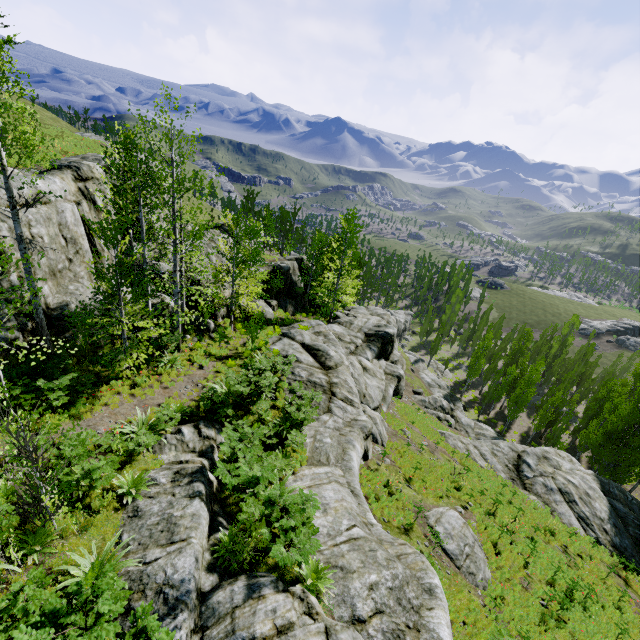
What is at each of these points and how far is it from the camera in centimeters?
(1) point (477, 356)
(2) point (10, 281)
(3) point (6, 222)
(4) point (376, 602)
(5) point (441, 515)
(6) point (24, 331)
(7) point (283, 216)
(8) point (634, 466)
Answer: (1) instancedfoliageactor, 4700cm
(2) rock, 1215cm
(3) rock, 1202cm
(4) rock, 700cm
(5) rock, 1415cm
(6) rock, 1193cm
(7) instancedfoliageactor, 5247cm
(8) instancedfoliageactor, 2852cm

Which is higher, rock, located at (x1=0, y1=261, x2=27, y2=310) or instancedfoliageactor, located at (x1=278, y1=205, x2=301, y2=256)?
rock, located at (x1=0, y1=261, x2=27, y2=310)

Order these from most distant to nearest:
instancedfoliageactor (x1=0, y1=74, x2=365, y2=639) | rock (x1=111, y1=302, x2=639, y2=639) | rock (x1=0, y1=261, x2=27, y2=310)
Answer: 1. rock (x1=0, y1=261, x2=27, y2=310)
2. rock (x1=111, y1=302, x2=639, y2=639)
3. instancedfoliageactor (x1=0, y1=74, x2=365, y2=639)

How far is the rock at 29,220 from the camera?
13.1m
